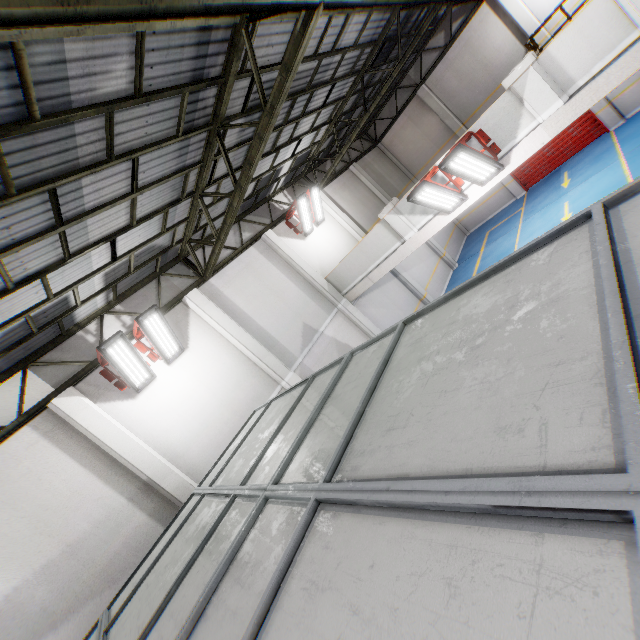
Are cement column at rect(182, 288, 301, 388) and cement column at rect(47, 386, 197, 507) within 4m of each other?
yes

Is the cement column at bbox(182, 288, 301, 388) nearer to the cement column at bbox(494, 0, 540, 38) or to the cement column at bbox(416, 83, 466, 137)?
the cement column at bbox(416, 83, 466, 137)

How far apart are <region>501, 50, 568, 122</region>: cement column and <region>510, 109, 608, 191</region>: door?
11.5 meters

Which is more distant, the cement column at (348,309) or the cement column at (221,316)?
the cement column at (348,309)

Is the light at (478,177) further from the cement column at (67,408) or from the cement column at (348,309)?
the cement column at (67,408)

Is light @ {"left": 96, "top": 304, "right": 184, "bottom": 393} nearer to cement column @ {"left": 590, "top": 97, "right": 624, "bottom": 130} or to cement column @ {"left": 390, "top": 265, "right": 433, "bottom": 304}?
cement column @ {"left": 390, "top": 265, "right": 433, "bottom": 304}

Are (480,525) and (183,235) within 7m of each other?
no

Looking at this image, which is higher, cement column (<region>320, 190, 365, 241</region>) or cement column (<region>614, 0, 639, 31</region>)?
cement column (<region>320, 190, 365, 241</region>)
